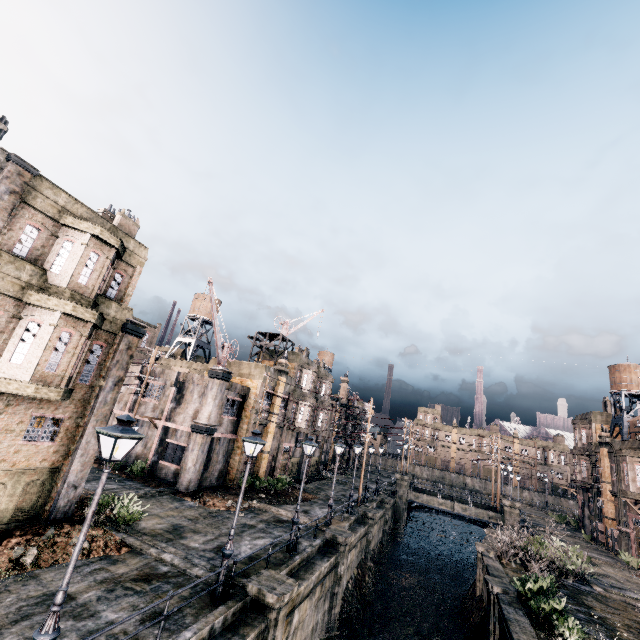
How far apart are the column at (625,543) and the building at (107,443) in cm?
5181

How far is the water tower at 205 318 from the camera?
48.42m

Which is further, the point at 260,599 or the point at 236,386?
the point at 236,386

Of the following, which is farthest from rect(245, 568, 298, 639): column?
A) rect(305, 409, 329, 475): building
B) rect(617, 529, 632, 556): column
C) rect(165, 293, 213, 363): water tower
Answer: rect(617, 529, 632, 556): column

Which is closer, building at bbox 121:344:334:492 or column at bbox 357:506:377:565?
building at bbox 121:344:334:492

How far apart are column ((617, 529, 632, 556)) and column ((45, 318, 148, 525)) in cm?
4999

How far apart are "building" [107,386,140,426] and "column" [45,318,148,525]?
13.4m

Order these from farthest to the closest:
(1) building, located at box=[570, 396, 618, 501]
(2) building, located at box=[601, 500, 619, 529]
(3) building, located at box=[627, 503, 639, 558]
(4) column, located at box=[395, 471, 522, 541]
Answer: (1) building, located at box=[570, 396, 618, 501] → (4) column, located at box=[395, 471, 522, 541] → (2) building, located at box=[601, 500, 619, 529] → (3) building, located at box=[627, 503, 639, 558]
